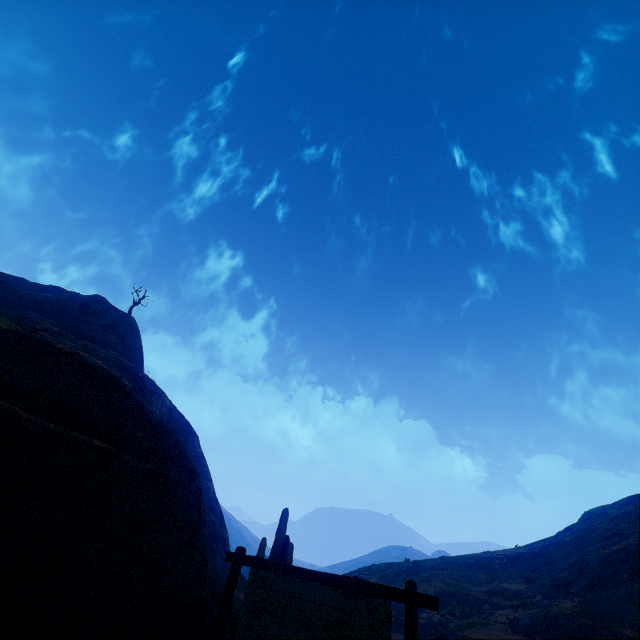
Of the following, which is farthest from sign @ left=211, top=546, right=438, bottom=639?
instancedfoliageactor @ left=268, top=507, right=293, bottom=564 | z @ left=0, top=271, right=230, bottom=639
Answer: instancedfoliageactor @ left=268, top=507, right=293, bottom=564

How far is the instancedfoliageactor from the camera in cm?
1191

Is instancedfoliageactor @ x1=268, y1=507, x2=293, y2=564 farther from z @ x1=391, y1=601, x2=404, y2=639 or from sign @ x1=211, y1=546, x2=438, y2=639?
sign @ x1=211, y1=546, x2=438, y2=639

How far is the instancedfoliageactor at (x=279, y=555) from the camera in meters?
11.9

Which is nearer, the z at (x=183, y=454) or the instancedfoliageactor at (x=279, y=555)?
the z at (x=183, y=454)

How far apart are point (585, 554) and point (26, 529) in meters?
35.4

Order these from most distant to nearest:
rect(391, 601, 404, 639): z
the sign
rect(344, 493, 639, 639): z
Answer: rect(391, 601, 404, 639): z, rect(344, 493, 639, 639): z, the sign
